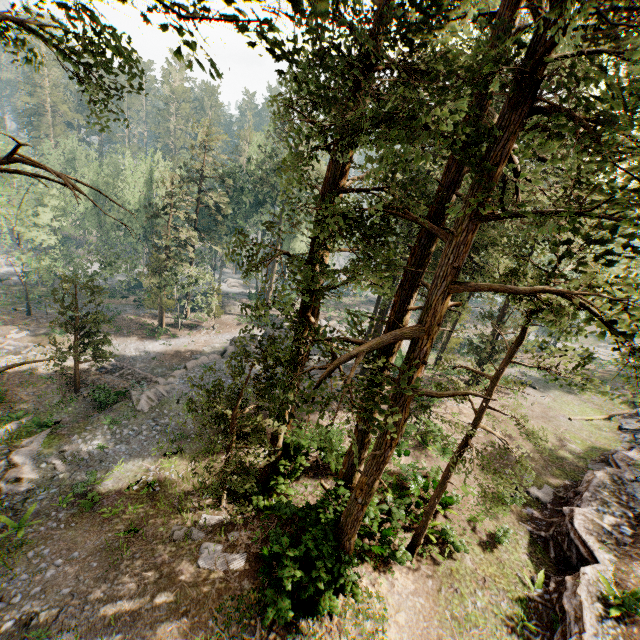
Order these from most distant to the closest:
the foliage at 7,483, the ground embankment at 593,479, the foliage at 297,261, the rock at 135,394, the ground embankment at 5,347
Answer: the ground embankment at 5,347
the rock at 135,394
the foliage at 7,483
the ground embankment at 593,479
the foliage at 297,261

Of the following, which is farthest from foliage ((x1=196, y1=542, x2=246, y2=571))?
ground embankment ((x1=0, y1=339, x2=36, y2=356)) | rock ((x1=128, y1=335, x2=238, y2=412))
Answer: rock ((x1=128, y1=335, x2=238, y2=412))

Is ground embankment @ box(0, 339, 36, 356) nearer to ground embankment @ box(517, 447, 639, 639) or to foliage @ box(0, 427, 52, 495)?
foliage @ box(0, 427, 52, 495)

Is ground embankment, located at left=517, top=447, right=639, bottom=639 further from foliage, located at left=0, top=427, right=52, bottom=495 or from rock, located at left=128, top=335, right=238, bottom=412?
rock, located at left=128, top=335, right=238, bottom=412

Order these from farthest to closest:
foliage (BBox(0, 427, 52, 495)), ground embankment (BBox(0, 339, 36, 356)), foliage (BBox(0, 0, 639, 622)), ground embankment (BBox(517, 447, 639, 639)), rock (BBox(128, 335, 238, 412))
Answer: ground embankment (BBox(0, 339, 36, 356)) < rock (BBox(128, 335, 238, 412)) < foliage (BBox(0, 427, 52, 495)) < ground embankment (BBox(517, 447, 639, 639)) < foliage (BBox(0, 0, 639, 622))

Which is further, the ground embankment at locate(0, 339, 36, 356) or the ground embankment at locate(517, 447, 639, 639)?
the ground embankment at locate(0, 339, 36, 356)

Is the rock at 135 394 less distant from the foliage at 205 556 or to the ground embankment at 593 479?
the foliage at 205 556

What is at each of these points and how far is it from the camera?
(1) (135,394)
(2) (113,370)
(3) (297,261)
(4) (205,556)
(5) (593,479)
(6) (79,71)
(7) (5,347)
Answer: (1) rock, 23.3 meters
(2) ground embankment, 28.9 meters
(3) foliage, 59.8 meters
(4) foliage, 12.9 meters
(5) ground embankment, 17.6 meters
(6) foliage, 9.8 meters
(7) ground embankment, 28.6 meters
